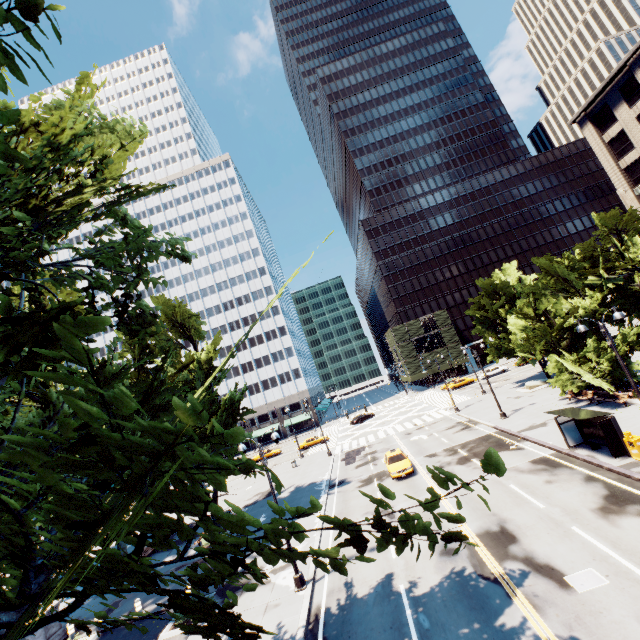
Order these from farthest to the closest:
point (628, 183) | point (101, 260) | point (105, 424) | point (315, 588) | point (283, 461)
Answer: point (283, 461) → point (628, 183) → point (315, 588) → point (101, 260) → point (105, 424)

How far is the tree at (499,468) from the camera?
2.1 meters

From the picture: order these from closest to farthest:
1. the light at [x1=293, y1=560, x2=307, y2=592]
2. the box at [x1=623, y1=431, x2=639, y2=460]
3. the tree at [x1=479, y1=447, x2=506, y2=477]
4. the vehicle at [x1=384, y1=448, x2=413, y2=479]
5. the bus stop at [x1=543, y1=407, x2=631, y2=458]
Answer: the tree at [x1=479, y1=447, x2=506, y2=477] → the light at [x1=293, y1=560, x2=307, y2=592] → the box at [x1=623, y1=431, x2=639, y2=460] → the bus stop at [x1=543, y1=407, x2=631, y2=458] → the vehicle at [x1=384, y1=448, x2=413, y2=479]

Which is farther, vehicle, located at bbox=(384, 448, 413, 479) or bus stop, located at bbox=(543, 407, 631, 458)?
vehicle, located at bbox=(384, 448, 413, 479)

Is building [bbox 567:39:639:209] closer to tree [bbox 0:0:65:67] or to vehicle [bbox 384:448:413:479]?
tree [bbox 0:0:65:67]

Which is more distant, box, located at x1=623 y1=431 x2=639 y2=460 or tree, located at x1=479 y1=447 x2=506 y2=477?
box, located at x1=623 y1=431 x2=639 y2=460

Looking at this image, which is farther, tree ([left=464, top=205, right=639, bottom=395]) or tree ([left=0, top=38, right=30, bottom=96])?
tree ([left=464, top=205, right=639, bottom=395])

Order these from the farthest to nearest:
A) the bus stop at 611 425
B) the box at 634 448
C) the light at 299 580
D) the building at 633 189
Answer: the building at 633 189 < the bus stop at 611 425 < the box at 634 448 < the light at 299 580
